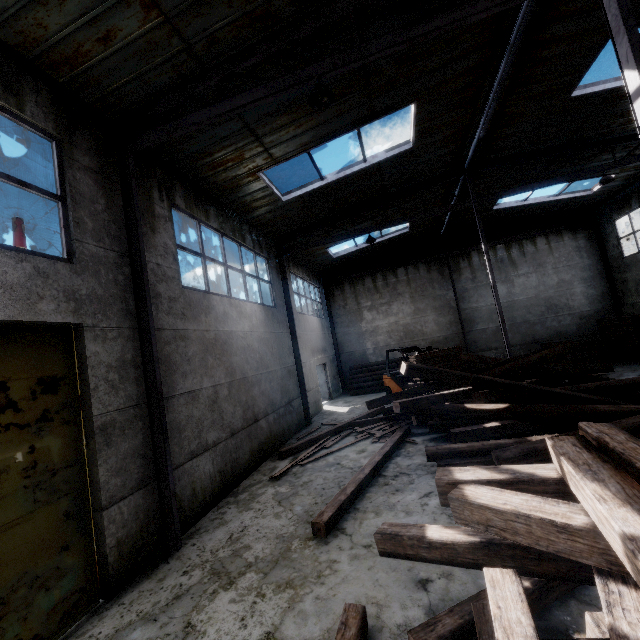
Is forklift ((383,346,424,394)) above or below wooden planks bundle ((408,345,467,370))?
below

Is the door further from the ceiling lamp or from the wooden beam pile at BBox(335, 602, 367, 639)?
the ceiling lamp

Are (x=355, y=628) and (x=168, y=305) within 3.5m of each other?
no

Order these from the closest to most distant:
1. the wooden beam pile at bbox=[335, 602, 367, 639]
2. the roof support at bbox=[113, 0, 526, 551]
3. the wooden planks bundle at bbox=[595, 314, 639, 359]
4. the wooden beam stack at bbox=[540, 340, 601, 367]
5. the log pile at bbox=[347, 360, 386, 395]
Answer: the wooden beam pile at bbox=[335, 602, 367, 639], the roof support at bbox=[113, 0, 526, 551], the wooden planks bundle at bbox=[595, 314, 639, 359], the wooden beam stack at bbox=[540, 340, 601, 367], the log pile at bbox=[347, 360, 386, 395]

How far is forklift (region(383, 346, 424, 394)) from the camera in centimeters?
1421cm

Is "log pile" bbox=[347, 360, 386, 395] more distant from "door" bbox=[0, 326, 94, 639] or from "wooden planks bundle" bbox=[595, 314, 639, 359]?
"door" bbox=[0, 326, 94, 639]

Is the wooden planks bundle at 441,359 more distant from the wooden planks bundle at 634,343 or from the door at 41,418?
the door at 41,418

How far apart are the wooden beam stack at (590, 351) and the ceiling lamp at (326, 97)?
15.83m
